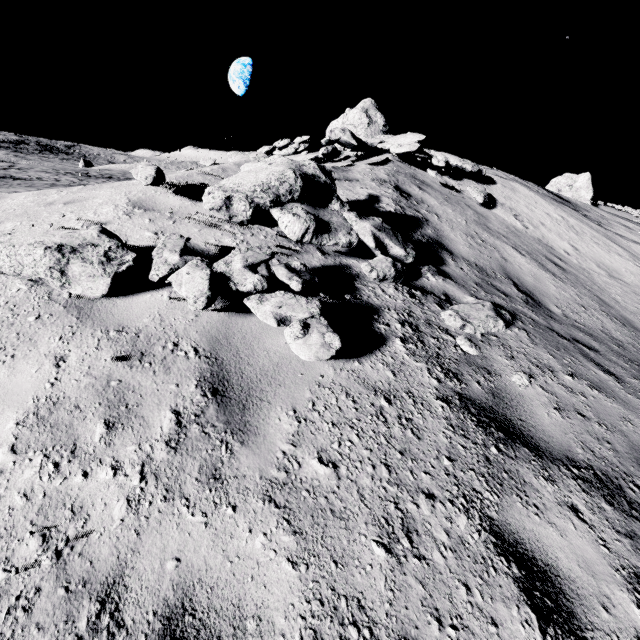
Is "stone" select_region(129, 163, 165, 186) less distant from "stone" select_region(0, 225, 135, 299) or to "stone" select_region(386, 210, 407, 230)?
"stone" select_region(0, 225, 135, 299)

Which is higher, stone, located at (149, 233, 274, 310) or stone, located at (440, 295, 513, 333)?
stone, located at (149, 233, 274, 310)

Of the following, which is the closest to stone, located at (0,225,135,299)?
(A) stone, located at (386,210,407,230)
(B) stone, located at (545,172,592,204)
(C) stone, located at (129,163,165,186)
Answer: (C) stone, located at (129,163,165,186)

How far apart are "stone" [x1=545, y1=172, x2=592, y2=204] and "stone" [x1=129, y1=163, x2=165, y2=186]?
28.4 meters

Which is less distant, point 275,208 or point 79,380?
point 79,380

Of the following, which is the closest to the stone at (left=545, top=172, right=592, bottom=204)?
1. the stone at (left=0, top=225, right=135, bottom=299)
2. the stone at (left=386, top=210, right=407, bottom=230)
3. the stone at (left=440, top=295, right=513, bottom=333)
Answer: the stone at (left=386, top=210, right=407, bottom=230)

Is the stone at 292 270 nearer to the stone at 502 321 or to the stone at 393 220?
the stone at 502 321

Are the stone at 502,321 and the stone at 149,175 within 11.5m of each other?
yes
